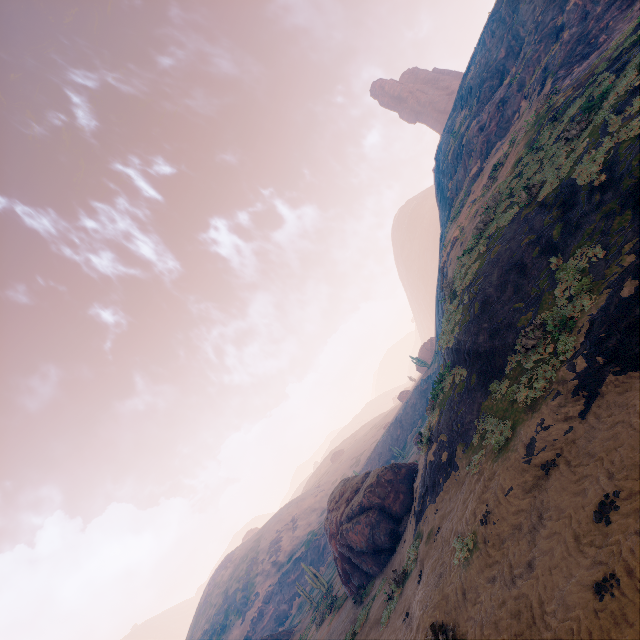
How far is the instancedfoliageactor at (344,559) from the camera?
18.6m

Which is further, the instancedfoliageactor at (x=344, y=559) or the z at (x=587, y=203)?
the instancedfoliageactor at (x=344, y=559)

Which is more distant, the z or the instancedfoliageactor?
the instancedfoliageactor

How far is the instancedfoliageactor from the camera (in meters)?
18.61

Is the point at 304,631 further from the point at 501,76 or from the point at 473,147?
the point at 501,76
